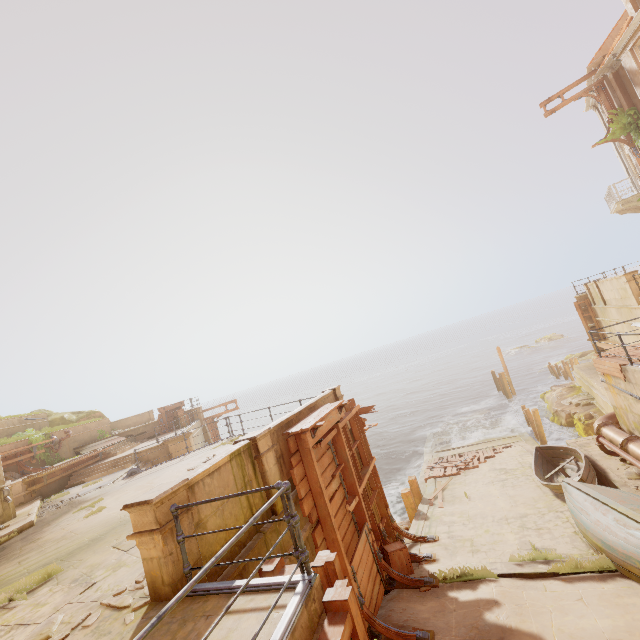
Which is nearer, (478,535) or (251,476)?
(251,476)

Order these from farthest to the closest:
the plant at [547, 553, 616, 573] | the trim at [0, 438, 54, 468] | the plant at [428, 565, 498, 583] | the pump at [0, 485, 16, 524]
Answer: the trim at [0, 438, 54, 468] < the pump at [0, 485, 16, 524] < the plant at [428, 565, 498, 583] < the plant at [547, 553, 616, 573]

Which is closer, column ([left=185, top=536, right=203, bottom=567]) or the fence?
the fence

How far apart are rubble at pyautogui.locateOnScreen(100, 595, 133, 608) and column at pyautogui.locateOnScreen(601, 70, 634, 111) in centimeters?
2842cm

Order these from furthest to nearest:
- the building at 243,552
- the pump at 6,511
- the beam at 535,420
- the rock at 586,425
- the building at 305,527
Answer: the beam at 535,420
the rock at 586,425
the pump at 6,511
the building at 305,527
the building at 243,552

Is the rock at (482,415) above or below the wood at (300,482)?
below

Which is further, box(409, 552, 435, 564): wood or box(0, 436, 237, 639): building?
box(409, 552, 435, 564): wood

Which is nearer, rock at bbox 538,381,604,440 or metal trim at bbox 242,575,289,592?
metal trim at bbox 242,575,289,592
